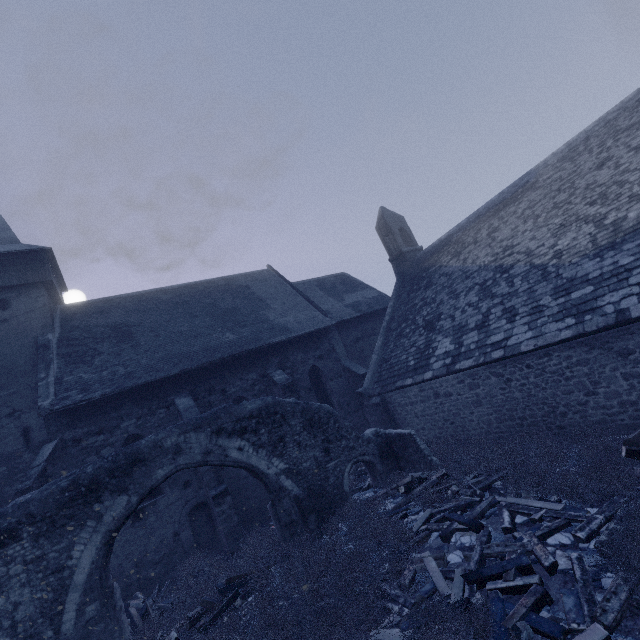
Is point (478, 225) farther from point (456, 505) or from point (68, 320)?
point (68, 320)

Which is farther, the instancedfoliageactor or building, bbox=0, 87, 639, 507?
building, bbox=0, 87, 639, 507

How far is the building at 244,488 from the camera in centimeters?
1116cm

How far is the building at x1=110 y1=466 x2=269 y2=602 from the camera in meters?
11.2

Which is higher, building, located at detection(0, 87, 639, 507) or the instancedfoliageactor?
building, located at detection(0, 87, 639, 507)

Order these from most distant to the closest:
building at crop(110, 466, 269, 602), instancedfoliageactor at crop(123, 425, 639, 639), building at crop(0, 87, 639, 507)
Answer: building at crop(110, 466, 269, 602), building at crop(0, 87, 639, 507), instancedfoliageactor at crop(123, 425, 639, 639)

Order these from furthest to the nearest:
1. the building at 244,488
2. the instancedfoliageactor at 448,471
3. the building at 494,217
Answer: the building at 244,488 → the building at 494,217 → the instancedfoliageactor at 448,471
